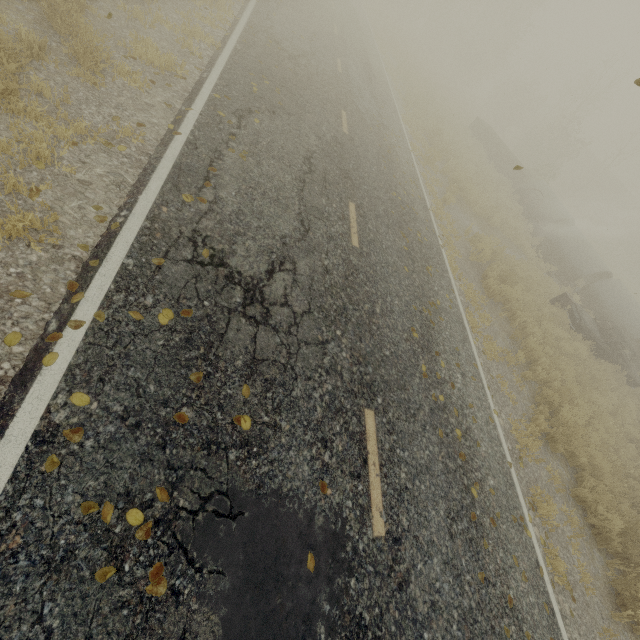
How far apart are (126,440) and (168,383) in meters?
0.6 m

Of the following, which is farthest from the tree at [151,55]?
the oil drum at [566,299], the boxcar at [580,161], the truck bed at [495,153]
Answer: the boxcar at [580,161]

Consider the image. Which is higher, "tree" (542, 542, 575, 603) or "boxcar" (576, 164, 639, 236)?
"boxcar" (576, 164, 639, 236)

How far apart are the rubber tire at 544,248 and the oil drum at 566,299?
4.3m

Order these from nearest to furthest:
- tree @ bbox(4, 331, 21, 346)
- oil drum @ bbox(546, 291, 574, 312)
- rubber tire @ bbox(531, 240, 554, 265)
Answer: tree @ bbox(4, 331, 21, 346) < oil drum @ bbox(546, 291, 574, 312) < rubber tire @ bbox(531, 240, 554, 265)

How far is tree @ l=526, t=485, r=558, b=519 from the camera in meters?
6.0 m

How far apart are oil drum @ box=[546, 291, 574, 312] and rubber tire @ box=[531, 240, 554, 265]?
4.3 meters

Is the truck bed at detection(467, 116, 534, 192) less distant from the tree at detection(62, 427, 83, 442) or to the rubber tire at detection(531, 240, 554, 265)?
the tree at detection(62, 427, 83, 442)
